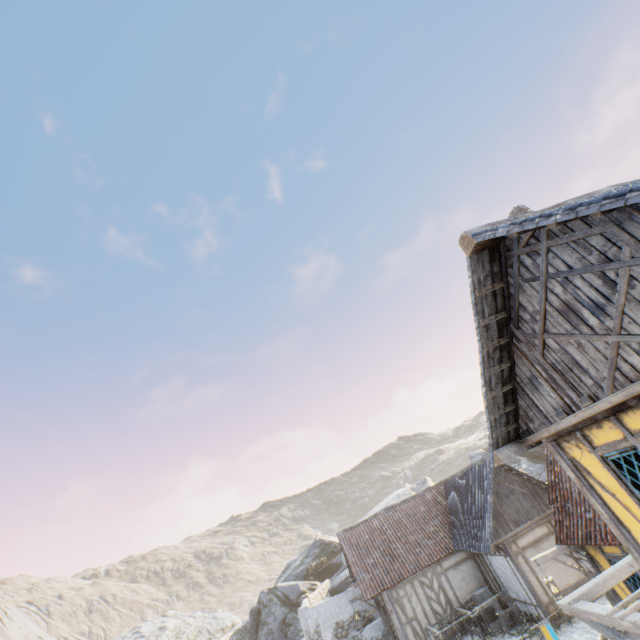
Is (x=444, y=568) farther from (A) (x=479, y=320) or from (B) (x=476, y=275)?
(B) (x=476, y=275)

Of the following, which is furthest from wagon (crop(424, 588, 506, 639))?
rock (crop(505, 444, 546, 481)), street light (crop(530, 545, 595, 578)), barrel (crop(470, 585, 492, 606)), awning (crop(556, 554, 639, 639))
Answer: awning (crop(556, 554, 639, 639))

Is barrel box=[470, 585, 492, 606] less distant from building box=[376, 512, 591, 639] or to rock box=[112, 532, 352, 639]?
building box=[376, 512, 591, 639]

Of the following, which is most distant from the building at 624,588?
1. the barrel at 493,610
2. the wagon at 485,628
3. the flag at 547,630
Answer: the wagon at 485,628

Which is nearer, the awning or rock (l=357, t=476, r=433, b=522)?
the awning

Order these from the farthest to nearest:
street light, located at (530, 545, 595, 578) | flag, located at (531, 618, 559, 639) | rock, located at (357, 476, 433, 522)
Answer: rock, located at (357, 476, 433, 522)
street light, located at (530, 545, 595, 578)
flag, located at (531, 618, 559, 639)

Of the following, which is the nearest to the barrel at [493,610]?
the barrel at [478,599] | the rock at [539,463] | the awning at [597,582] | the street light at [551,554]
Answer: the barrel at [478,599]

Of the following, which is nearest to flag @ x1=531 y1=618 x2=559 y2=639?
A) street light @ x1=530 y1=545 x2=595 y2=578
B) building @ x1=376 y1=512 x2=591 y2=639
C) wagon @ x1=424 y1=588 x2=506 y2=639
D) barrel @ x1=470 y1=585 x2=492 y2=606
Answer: street light @ x1=530 y1=545 x2=595 y2=578
